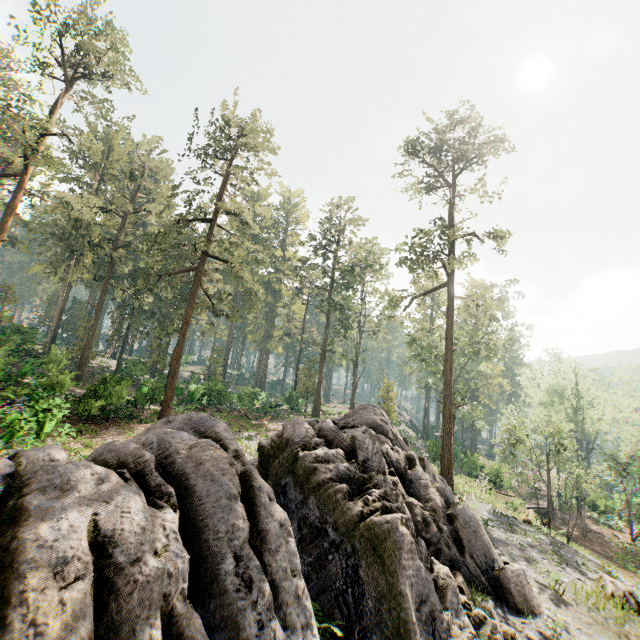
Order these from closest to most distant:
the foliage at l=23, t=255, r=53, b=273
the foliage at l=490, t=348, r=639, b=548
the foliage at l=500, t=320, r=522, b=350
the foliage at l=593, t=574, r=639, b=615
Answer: the foliage at l=593, t=574, r=639, b=615, the foliage at l=490, t=348, r=639, b=548, the foliage at l=500, t=320, r=522, b=350, the foliage at l=23, t=255, r=53, b=273

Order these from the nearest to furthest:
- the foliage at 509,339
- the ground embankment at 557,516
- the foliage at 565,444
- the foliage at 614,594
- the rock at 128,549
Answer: the rock at 128,549, the foliage at 614,594, the foliage at 565,444, the foliage at 509,339, the ground embankment at 557,516

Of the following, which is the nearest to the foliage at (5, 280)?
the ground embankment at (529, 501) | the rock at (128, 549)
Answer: the rock at (128, 549)

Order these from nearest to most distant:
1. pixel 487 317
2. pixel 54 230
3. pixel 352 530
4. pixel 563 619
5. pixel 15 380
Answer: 1. pixel 352 530
2. pixel 563 619
3. pixel 15 380
4. pixel 487 317
5. pixel 54 230

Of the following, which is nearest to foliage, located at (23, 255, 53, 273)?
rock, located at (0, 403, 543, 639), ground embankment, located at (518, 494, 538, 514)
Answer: rock, located at (0, 403, 543, 639)

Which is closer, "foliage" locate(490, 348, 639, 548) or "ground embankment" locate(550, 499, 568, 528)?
"foliage" locate(490, 348, 639, 548)

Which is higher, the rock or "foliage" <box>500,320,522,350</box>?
"foliage" <box>500,320,522,350</box>

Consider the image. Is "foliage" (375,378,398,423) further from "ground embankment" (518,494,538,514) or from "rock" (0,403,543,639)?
"ground embankment" (518,494,538,514)
